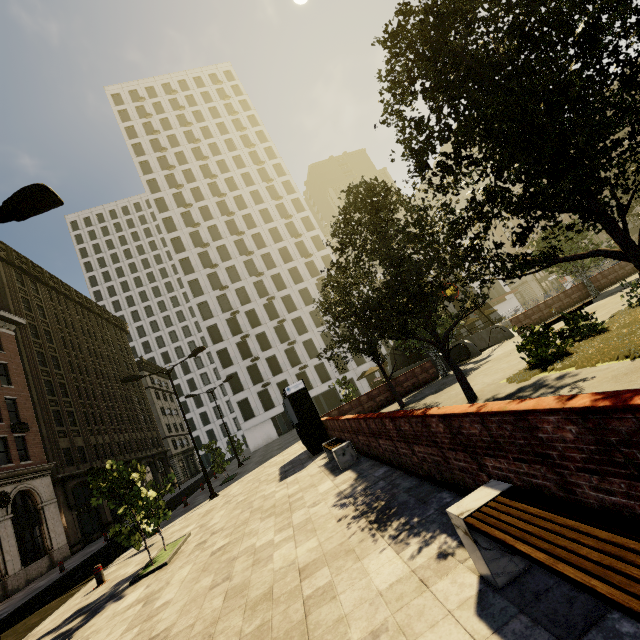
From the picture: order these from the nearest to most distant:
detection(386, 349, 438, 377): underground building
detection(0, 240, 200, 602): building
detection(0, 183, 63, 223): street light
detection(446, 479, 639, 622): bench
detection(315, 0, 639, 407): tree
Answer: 1. detection(446, 479, 639, 622): bench
2. detection(315, 0, 639, 407): tree
3. detection(0, 183, 63, 223): street light
4. detection(0, 240, 200, 602): building
5. detection(386, 349, 438, 377): underground building

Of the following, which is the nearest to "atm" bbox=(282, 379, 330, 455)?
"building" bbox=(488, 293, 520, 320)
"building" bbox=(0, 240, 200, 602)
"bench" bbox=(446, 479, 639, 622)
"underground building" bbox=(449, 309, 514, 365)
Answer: "underground building" bbox=(449, 309, 514, 365)

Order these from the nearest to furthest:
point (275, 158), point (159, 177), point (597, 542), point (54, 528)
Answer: point (597, 542)
point (54, 528)
point (159, 177)
point (275, 158)

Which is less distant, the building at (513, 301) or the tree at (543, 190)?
the tree at (543, 190)

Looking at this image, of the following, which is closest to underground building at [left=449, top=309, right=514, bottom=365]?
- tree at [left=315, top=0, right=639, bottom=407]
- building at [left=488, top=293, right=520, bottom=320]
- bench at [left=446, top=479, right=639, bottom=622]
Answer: tree at [left=315, top=0, right=639, bottom=407]

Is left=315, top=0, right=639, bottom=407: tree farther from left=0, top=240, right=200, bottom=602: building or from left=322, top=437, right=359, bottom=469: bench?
left=322, top=437, right=359, bottom=469: bench

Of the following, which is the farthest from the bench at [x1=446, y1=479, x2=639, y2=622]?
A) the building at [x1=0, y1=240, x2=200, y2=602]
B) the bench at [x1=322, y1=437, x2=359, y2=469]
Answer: the building at [x1=0, y1=240, x2=200, y2=602]

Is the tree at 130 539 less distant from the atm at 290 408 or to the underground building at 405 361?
the underground building at 405 361
